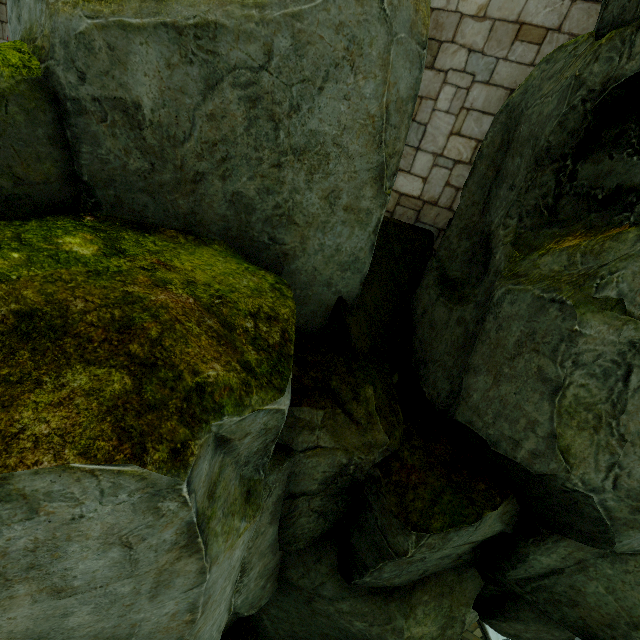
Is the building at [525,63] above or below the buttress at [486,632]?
above

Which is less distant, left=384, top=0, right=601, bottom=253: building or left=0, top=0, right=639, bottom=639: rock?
left=0, top=0, right=639, bottom=639: rock

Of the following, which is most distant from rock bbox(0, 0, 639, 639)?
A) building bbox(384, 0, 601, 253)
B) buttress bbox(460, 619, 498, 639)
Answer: buttress bbox(460, 619, 498, 639)

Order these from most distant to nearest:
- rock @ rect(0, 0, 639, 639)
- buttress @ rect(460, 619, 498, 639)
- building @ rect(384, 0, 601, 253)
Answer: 1. buttress @ rect(460, 619, 498, 639)
2. building @ rect(384, 0, 601, 253)
3. rock @ rect(0, 0, 639, 639)

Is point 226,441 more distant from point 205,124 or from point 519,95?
point 519,95

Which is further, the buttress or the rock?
the buttress

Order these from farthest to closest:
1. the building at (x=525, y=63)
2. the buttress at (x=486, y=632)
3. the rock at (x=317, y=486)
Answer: the buttress at (x=486, y=632), the building at (x=525, y=63), the rock at (x=317, y=486)
